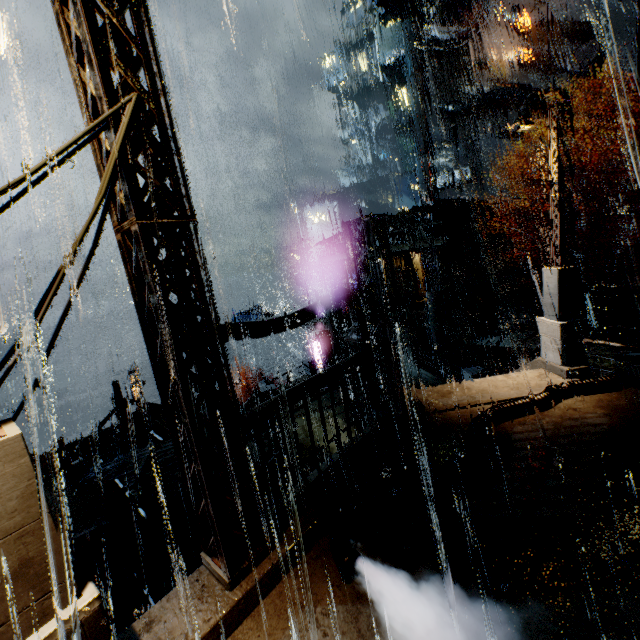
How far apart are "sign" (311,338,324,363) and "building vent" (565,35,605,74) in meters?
35.7

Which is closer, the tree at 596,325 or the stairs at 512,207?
the tree at 596,325

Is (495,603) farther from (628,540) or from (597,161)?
(597,161)

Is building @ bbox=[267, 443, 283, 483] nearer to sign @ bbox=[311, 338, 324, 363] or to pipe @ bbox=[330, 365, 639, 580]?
pipe @ bbox=[330, 365, 639, 580]

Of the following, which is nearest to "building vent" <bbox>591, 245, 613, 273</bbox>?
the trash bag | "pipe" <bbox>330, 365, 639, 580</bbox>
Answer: "pipe" <bbox>330, 365, 639, 580</bbox>

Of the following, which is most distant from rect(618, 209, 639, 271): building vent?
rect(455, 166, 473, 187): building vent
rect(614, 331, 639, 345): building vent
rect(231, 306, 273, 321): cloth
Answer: rect(231, 306, 273, 321): cloth

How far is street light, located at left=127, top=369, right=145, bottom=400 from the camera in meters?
22.2

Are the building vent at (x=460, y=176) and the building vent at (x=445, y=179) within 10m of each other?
yes
